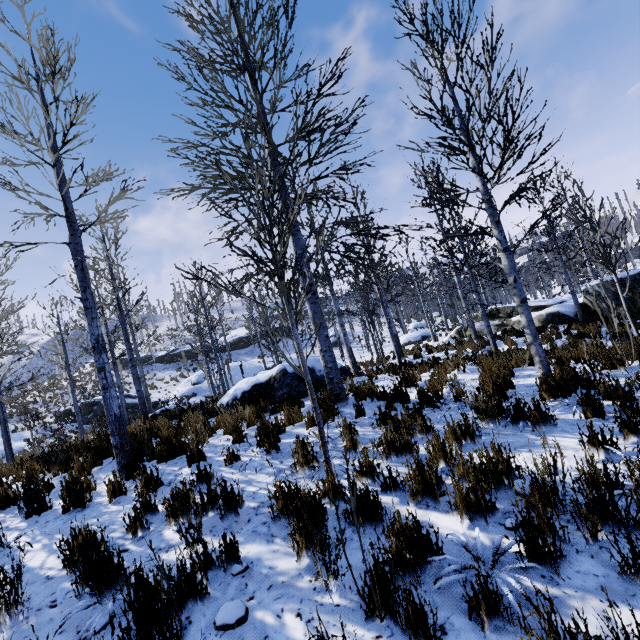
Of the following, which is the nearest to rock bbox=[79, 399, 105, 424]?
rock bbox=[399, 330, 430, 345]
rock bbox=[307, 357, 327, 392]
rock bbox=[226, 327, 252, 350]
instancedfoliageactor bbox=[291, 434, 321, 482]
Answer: rock bbox=[399, 330, 430, 345]

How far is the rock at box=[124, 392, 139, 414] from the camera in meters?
25.3 m

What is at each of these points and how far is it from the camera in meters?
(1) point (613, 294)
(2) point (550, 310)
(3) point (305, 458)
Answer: (1) rock, 12.7 m
(2) rock, 14.8 m
(3) instancedfoliageactor, 4.2 m

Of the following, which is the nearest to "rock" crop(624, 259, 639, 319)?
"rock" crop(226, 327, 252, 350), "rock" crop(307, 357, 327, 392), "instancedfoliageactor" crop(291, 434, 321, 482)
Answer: "rock" crop(307, 357, 327, 392)

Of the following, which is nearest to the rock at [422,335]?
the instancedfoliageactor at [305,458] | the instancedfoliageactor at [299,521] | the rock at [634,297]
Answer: the instancedfoliageactor at [299,521]

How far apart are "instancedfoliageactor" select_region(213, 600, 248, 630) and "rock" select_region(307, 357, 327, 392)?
6.0m

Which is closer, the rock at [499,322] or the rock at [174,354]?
the rock at [499,322]

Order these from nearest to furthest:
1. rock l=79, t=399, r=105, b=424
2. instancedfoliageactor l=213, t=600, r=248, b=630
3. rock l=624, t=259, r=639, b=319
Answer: instancedfoliageactor l=213, t=600, r=248, b=630 < rock l=624, t=259, r=639, b=319 < rock l=79, t=399, r=105, b=424
